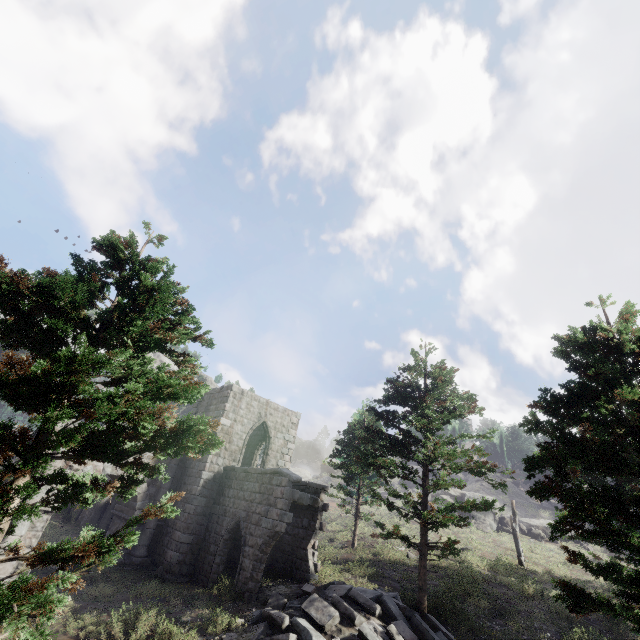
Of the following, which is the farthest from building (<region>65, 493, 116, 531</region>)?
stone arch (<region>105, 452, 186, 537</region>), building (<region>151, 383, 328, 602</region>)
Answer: stone arch (<region>105, 452, 186, 537</region>)

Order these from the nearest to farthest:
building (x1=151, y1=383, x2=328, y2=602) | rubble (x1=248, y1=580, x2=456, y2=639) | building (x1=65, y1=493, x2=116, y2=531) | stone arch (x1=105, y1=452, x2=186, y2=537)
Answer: rubble (x1=248, y1=580, x2=456, y2=639) < building (x1=151, y1=383, x2=328, y2=602) < stone arch (x1=105, y1=452, x2=186, y2=537) < building (x1=65, y1=493, x2=116, y2=531)

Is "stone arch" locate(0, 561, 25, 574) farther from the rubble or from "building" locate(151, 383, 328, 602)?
the rubble

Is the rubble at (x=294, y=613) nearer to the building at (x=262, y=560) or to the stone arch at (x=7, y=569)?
the building at (x=262, y=560)

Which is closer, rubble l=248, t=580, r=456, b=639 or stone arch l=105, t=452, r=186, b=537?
rubble l=248, t=580, r=456, b=639

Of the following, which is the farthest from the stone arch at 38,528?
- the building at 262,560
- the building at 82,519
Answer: the building at 82,519

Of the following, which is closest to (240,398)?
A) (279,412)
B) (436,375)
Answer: (279,412)

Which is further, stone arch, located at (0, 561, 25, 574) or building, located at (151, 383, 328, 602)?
building, located at (151, 383, 328, 602)
